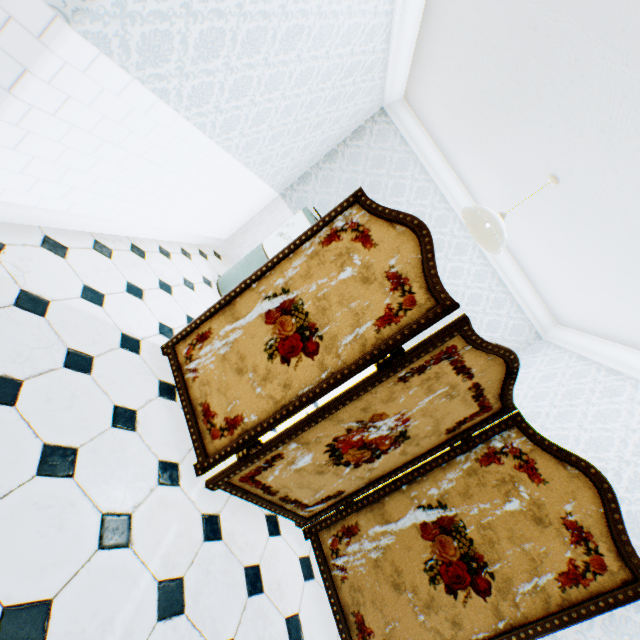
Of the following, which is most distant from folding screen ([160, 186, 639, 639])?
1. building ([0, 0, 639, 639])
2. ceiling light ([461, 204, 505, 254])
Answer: ceiling light ([461, 204, 505, 254])

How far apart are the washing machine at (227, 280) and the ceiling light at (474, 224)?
1.35m

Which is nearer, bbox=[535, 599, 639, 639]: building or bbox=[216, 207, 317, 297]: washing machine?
bbox=[535, 599, 639, 639]: building

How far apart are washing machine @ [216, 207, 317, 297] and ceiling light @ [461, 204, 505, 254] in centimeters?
135cm

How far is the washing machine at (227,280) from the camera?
3.6 meters

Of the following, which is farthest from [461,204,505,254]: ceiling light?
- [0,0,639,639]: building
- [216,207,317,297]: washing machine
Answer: [216,207,317,297]: washing machine

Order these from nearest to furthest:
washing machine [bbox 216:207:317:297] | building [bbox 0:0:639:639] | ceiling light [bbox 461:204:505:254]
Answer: building [bbox 0:0:639:639] < ceiling light [bbox 461:204:505:254] < washing machine [bbox 216:207:317:297]

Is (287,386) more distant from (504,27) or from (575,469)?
(504,27)
